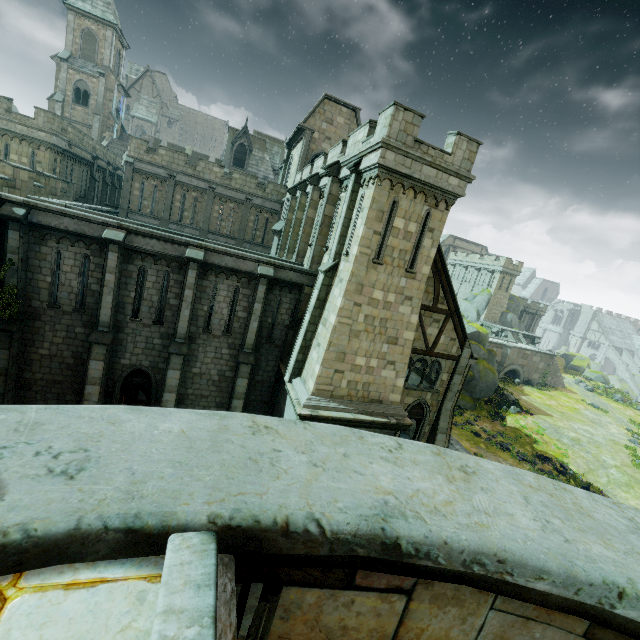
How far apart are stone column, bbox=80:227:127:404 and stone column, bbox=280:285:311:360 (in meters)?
7.78

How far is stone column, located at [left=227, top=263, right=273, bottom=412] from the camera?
15.6 meters

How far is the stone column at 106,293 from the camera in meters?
13.6 m

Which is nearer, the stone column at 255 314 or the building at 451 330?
the stone column at 255 314

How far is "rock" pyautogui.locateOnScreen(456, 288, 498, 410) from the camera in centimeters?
3359cm

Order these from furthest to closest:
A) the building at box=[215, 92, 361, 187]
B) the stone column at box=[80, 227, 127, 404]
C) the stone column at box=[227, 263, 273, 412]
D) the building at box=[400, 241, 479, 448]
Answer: the building at box=[215, 92, 361, 187] → the building at box=[400, 241, 479, 448] → the stone column at box=[227, 263, 273, 412] → the stone column at box=[80, 227, 127, 404]

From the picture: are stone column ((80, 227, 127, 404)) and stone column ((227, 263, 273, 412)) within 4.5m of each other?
no

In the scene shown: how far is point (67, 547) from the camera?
1.1m
